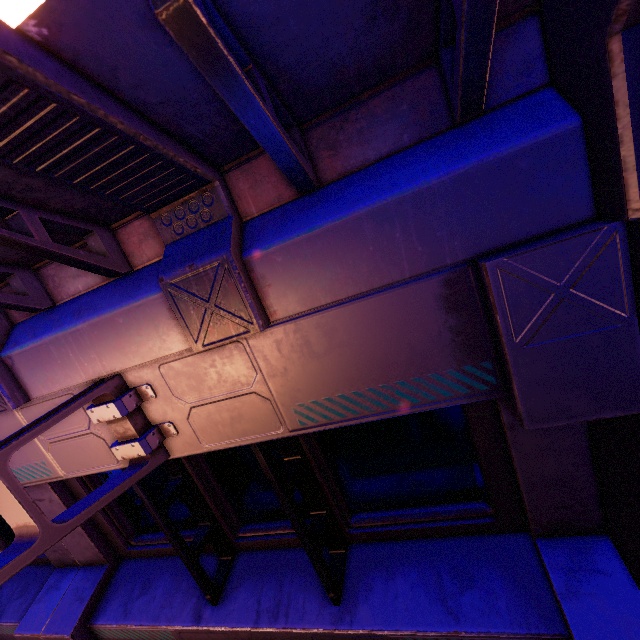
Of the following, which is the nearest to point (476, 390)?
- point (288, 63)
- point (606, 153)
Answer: point (606, 153)
